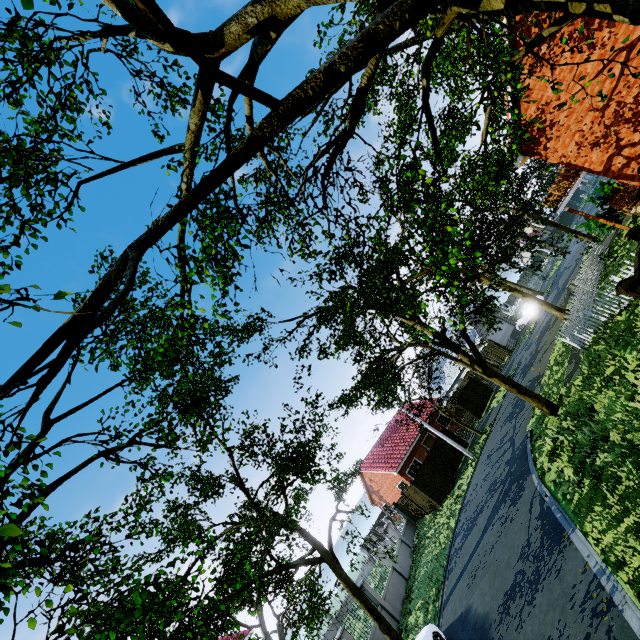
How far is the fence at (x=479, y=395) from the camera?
29.7m

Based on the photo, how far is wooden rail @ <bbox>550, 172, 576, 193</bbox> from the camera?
18.10m

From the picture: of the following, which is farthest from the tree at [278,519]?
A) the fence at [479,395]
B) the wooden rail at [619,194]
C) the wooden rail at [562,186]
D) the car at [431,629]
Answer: the wooden rail at [619,194]

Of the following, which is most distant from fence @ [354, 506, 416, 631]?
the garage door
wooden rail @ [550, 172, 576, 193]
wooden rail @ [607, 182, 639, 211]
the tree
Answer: wooden rail @ [607, 182, 639, 211]

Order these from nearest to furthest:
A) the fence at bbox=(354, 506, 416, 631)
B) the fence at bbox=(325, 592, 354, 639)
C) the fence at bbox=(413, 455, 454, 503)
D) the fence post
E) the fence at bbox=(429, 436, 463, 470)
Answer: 1. the fence post
2. the fence at bbox=(325, 592, 354, 639)
3. the fence at bbox=(354, 506, 416, 631)
4. the fence at bbox=(413, 455, 454, 503)
5. the fence at bbox=(429, 436, 463, 470)

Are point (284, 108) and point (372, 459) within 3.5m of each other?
no

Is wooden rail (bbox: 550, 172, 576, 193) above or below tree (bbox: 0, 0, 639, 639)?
below

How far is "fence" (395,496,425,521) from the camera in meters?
26.2
